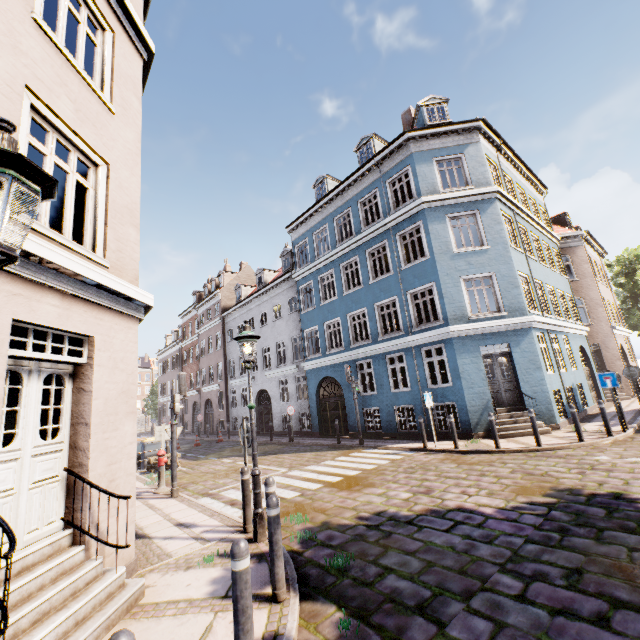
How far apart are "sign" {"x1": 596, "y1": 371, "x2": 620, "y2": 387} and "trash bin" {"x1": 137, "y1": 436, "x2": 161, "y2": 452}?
18.2 meters

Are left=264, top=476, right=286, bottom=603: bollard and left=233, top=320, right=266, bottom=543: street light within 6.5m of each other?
yes

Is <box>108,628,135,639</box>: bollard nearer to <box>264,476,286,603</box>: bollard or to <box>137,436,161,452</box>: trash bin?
<box>264,476,286,603</box>: bollard

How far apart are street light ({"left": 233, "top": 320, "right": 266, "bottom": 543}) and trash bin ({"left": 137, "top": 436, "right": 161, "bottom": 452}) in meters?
12.1 m

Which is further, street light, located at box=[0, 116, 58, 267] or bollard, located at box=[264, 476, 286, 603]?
bollard, located at box=[264, 476, 286, 603]

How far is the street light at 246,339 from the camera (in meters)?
5.49

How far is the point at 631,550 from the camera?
4.1 meters

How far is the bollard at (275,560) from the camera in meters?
3.8 m
